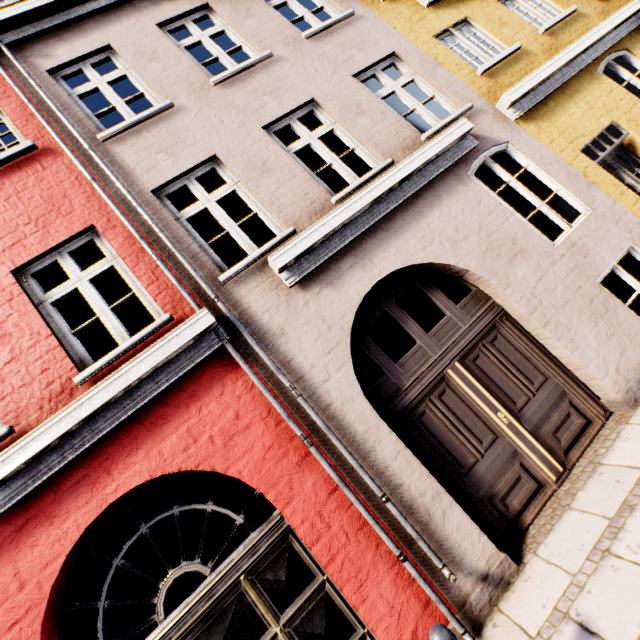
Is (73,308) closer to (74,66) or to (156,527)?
(156,527)

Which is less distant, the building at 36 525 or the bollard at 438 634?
the bollard at 438 634

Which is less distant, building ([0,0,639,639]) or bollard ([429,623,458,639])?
bollard ([429,623,458,639])
